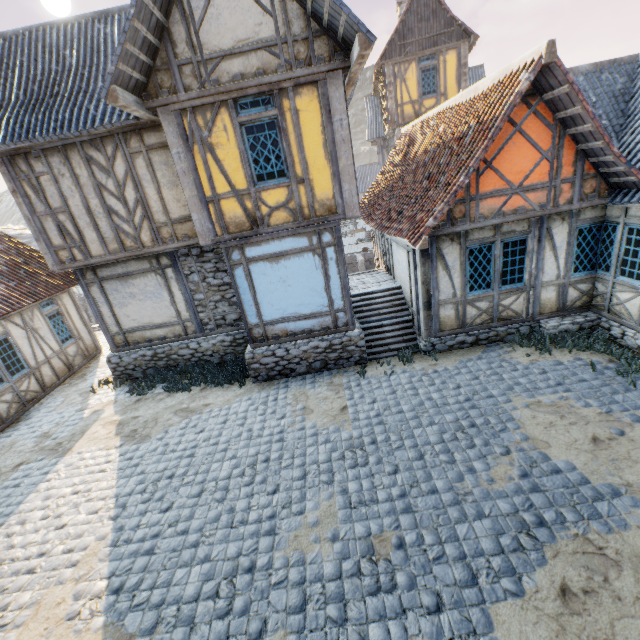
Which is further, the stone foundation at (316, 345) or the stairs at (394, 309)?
the stairs at (394, 309)

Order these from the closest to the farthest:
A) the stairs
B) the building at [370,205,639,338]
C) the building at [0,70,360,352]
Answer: the building at [0,70,360,352], the building at [370,205,639,338], the stairs

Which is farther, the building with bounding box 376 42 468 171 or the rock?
the rock

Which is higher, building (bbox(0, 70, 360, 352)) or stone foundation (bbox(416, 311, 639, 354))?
building (bbox(0, 70, 360, 352))

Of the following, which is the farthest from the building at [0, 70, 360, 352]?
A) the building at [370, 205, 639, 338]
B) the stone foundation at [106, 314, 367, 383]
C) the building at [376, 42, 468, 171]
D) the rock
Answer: the rock

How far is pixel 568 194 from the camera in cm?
716

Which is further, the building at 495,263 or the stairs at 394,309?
the stairs at 394,309

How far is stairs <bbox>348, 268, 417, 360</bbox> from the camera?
9.4 meters
